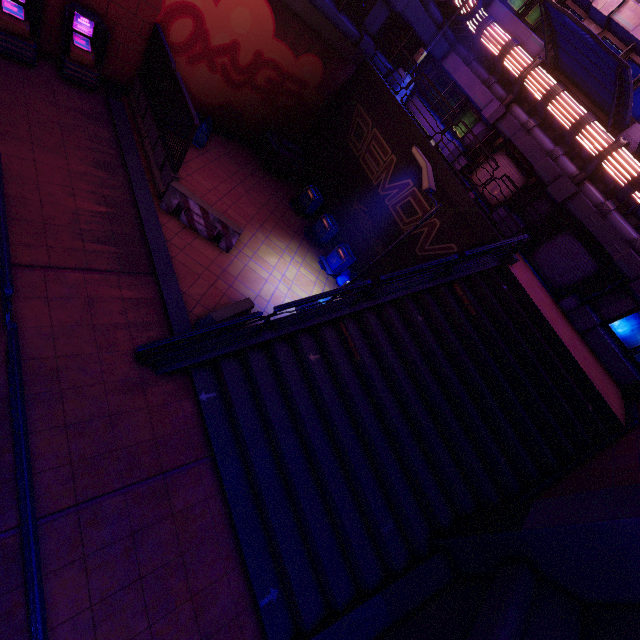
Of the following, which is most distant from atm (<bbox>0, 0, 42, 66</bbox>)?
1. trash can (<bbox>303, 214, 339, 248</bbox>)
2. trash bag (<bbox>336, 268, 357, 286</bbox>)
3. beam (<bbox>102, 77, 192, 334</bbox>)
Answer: trash bag (<bbox>336, 268, 357, 286</bbox>)

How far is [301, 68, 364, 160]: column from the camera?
15.06m

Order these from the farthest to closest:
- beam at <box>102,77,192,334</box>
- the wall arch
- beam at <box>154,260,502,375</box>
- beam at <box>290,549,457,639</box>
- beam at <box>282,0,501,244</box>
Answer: beam at <box>282,0,501,244</box>, beam at <box>102,77,192,334</box>, beam at <box>154,260,502,375</box>, beam at <box>290,549,457,639</box>, the wall arch

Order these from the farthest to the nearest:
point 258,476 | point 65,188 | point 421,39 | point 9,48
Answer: point 421,39
point 9,48
point 65,188
point 258,476

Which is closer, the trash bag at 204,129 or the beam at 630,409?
the beam at 630,409

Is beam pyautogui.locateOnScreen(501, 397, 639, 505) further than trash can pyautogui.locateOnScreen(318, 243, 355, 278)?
No

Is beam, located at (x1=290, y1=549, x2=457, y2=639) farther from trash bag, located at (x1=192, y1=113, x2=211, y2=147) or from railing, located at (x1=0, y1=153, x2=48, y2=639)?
trash bag, located at (x1=192, y1=113, x2=211, y2=147)

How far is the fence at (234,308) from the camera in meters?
8.2 m
